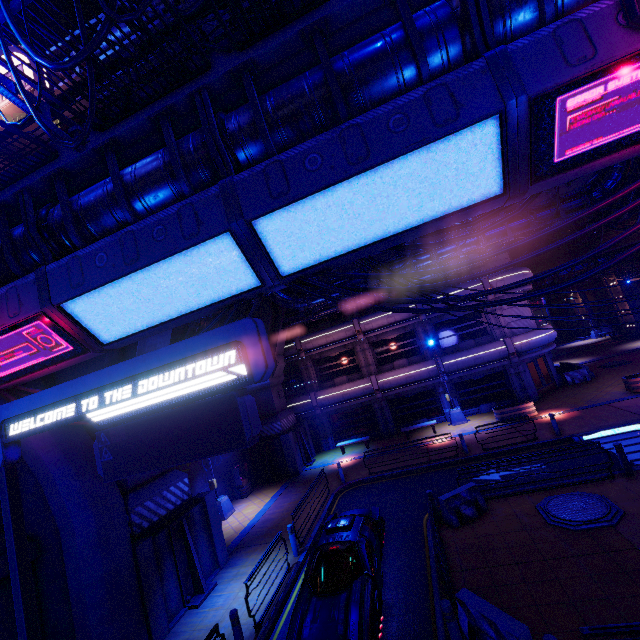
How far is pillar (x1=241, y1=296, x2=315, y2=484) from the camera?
21.95m

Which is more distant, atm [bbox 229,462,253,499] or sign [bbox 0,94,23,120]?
atm [bbox 229,462,253,499]

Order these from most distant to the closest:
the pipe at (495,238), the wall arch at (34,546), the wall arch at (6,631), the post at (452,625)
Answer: the pipe at (495,238)
the wall arch at (34,546)
the wall arch at (6,631)
the post at (452,625)

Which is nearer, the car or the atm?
the car

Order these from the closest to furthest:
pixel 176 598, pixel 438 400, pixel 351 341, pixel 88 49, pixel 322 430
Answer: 1. pixel 88 49
2. pixel 176 598
3. pixel 438 400
4. pixel 351 341
5. pixel 322 430

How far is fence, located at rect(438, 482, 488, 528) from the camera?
10.86m

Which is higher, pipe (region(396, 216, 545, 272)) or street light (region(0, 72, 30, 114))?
street light (region(0, 72, 30, 114))

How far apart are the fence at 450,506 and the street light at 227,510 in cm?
1186
